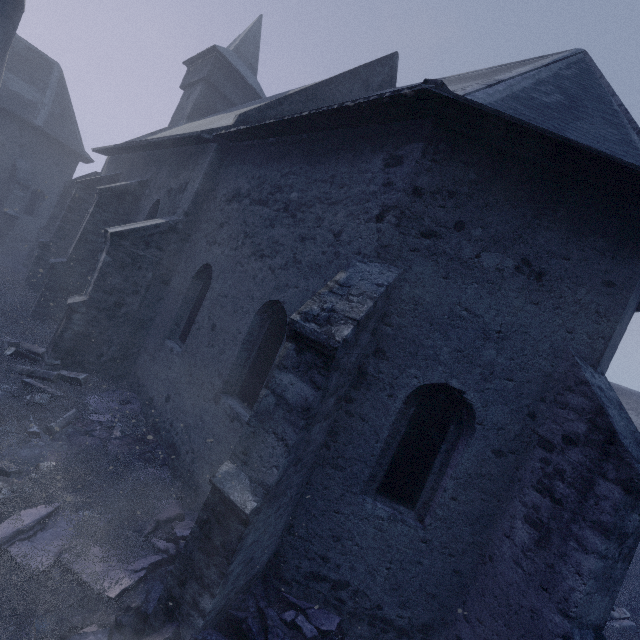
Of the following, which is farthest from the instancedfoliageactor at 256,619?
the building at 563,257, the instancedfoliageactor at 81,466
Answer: the instancedfoliageactor at 81,466

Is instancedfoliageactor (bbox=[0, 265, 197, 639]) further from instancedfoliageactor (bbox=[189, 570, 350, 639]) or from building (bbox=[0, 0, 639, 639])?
instancedfoliageactor (bbox=[189, 570, 350, 639])

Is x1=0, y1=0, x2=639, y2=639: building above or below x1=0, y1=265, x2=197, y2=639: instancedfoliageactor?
above

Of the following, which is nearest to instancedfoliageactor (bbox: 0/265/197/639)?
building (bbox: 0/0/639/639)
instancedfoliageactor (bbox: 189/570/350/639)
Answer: building (bbox: 0/0/639/639)

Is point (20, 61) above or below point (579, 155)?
above
